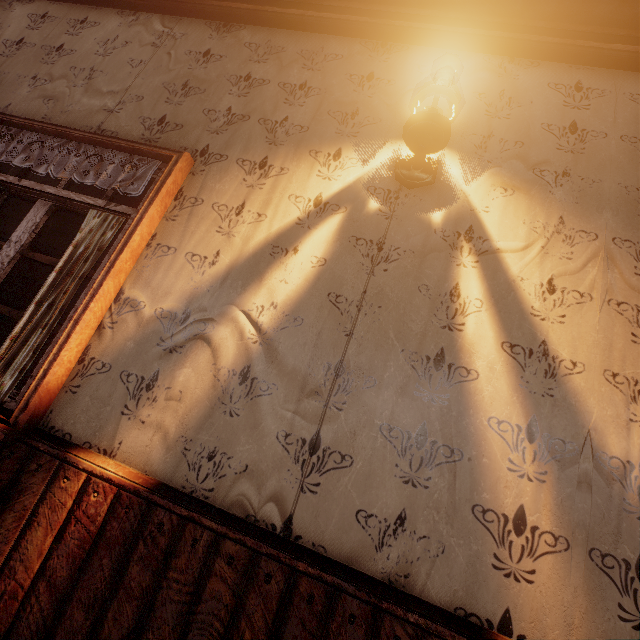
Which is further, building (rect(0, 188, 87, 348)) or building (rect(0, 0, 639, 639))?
building (rect(0, 188, 87, 348))

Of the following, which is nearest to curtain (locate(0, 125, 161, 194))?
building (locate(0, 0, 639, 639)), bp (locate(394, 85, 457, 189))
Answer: building (locate(0, 0, 639, 639))

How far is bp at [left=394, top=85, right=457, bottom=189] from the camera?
1.5m

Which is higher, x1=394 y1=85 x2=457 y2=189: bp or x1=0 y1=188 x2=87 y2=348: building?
x1=394 y1=85 x2=457 y2=189: bp

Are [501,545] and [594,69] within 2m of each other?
no

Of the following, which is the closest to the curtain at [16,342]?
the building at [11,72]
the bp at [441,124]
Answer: the building at [11,72]
